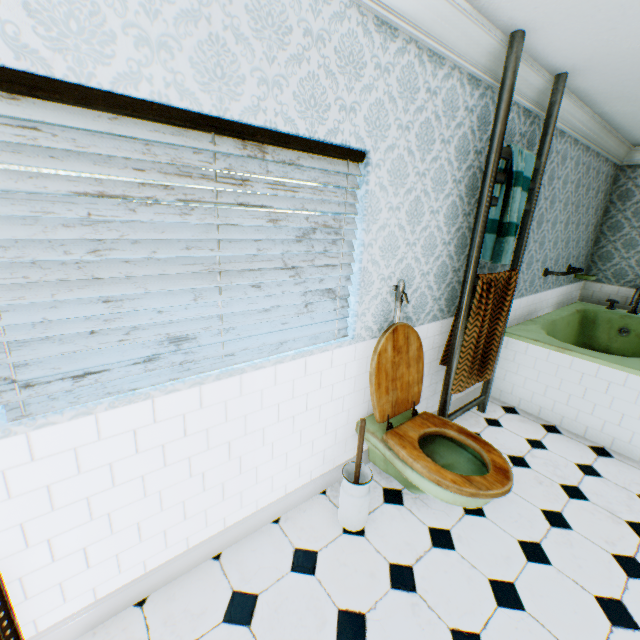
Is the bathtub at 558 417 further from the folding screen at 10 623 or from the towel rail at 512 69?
the folding screen at 10 623

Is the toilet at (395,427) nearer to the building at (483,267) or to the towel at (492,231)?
the building at (483,267)

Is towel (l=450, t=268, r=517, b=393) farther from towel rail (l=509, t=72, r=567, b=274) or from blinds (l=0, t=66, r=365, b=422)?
blinds (l=0, t=66, r=365, b=422)

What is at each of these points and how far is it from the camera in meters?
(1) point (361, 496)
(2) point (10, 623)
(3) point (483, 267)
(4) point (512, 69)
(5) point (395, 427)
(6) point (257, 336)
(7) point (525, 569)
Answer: (1) toilet brush, 2.1
(2) folding screen, 1.2
(3) building, 3.1
(4) towel rail, 2.1
(5) toilet, 2.3
(6) blinds, 1.8
(7) building, 2.0

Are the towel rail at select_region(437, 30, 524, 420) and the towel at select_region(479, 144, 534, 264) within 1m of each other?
yes

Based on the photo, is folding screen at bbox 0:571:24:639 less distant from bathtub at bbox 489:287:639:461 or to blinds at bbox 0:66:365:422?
blinds at bbox 0:66:365:422

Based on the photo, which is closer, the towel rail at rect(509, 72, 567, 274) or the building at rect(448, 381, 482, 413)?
the towel rail at rect(509, 72, 567, 274)

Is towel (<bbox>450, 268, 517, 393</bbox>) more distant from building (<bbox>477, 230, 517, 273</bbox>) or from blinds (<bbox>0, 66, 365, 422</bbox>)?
blinds (<bbox>0, 66, 365, 422</bbox>)
